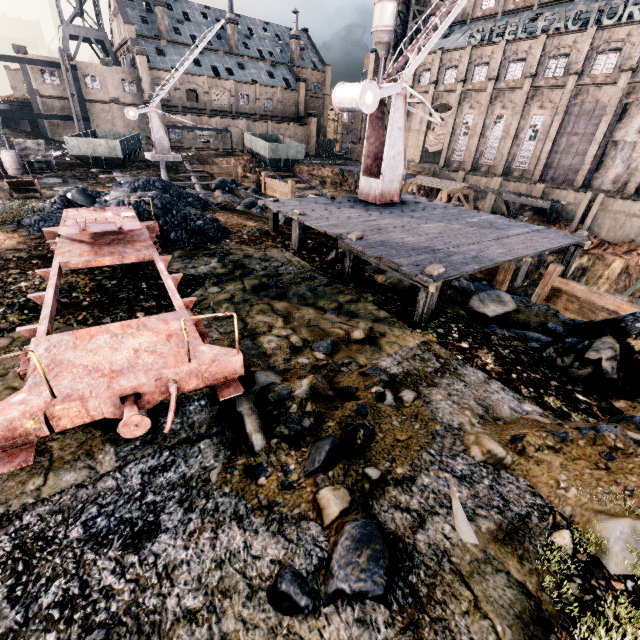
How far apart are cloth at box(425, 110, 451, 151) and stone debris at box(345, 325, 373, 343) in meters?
49.8

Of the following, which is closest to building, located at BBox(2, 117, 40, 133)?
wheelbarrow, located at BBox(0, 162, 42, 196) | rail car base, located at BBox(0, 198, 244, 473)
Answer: wheelbarrow, located at BBox(0, 162, 42, 196)

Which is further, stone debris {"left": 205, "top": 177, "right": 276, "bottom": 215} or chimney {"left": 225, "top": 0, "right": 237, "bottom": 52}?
chimney {"left": 225, "top": 0, "right": 237, "bottom": 52}

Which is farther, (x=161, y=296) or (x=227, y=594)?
(x=161, y=296)

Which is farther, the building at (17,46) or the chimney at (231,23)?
the chimney at (231,23)

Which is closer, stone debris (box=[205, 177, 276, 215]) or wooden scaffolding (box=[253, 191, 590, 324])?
wooden scaffolding (box=[253, 191, 590, 324])

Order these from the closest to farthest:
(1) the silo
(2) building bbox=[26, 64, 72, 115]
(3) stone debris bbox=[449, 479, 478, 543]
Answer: (3) stone debris bbox=[449, 479, 478, 543]
(2) building bbox=[26, 64, 72, 115]
(1) the silo

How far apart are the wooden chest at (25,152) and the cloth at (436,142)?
46.2m
